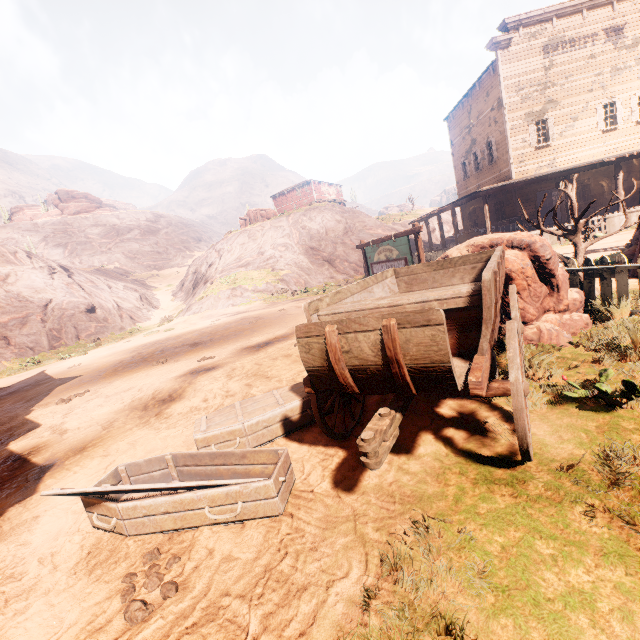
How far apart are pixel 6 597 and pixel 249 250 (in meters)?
31.58

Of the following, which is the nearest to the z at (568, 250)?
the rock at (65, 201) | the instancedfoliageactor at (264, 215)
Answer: the instancedfoliageactor at (264, 215)

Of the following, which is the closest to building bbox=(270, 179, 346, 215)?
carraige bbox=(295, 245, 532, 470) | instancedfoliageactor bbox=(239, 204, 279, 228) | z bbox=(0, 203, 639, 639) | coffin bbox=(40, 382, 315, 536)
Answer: z bbox=(0, 203, 639, 639)

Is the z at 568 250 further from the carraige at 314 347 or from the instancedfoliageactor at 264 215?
the instancedfoliageactor at 264 215

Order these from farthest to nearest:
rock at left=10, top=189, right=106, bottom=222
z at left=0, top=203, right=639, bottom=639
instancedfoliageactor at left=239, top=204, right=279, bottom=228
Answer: rock at left=10, top=189, right=106, bottom=222 < instancedfoliageactor at left=239, top=204, right=279, bottom=228 < z at left=0, top=203, right=639, bottom=639

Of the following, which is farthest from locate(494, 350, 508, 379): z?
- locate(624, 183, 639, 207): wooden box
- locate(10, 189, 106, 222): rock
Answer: locate(10, 189, 106, 222): rock

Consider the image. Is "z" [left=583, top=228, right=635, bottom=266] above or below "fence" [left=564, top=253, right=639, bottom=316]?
below

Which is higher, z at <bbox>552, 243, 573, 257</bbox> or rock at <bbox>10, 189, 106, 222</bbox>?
rock at <bbox>10, 189, 106, 222</bbox>
